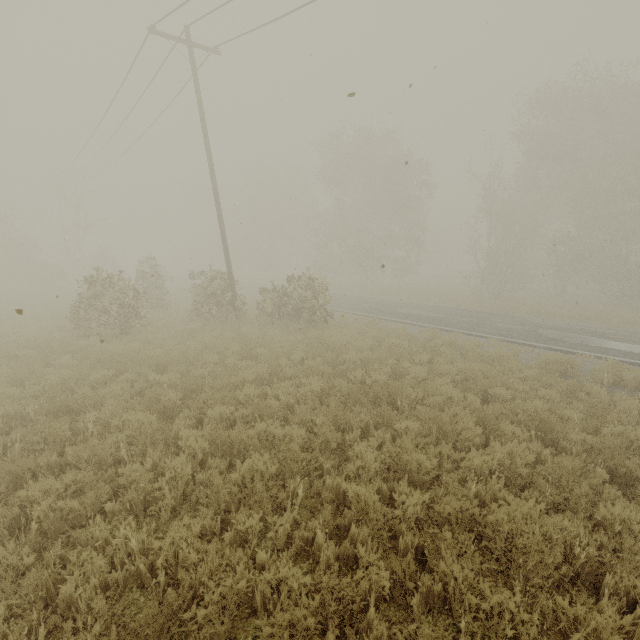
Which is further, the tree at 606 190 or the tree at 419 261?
the tree at 606 190

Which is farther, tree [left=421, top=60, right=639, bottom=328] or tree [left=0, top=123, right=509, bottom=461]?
tree [left=421, top=60, right=639, bottom=328]

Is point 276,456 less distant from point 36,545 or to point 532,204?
point 36,545
